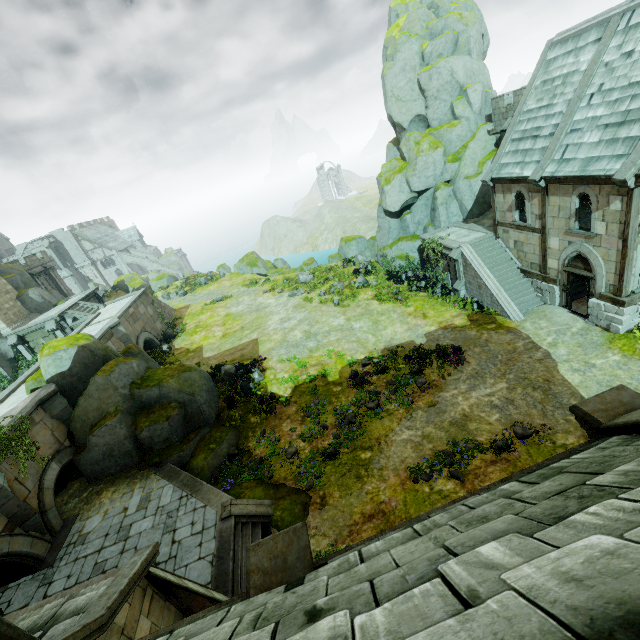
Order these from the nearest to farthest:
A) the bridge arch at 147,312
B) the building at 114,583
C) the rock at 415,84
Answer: the building at 114,583 → the rock at 415,84 → the bridge arch at 147,312

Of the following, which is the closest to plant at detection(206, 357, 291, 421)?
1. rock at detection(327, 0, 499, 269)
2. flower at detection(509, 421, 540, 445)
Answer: flower at detection(509, 421, 540, 445)

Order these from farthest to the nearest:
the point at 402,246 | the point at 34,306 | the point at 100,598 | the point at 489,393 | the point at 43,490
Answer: the point at 34,306
the point at 402,246
the point at 489,393
the point at 43,490
the point at 100,598

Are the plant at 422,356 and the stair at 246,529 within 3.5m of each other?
no

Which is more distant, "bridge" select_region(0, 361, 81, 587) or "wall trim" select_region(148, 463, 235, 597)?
"bridge" select_region(0, 361, 81, 587)

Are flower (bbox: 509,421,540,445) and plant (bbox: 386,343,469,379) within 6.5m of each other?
yes

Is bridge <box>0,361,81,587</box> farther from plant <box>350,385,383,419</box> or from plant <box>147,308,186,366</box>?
plant <box>350,385,383,419</box>

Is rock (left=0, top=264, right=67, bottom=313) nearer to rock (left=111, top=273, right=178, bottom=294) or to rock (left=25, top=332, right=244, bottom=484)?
rock (left=111, top=273, right=178, bottom=294)
